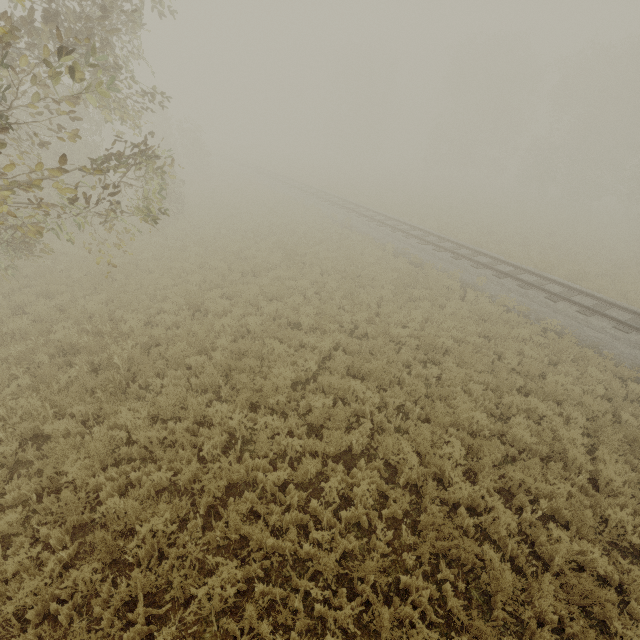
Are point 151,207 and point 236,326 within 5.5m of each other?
yes

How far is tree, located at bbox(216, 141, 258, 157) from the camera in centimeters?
5427cm

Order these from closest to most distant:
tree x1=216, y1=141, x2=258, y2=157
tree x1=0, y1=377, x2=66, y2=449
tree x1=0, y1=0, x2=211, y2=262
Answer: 1. tree x1=0, y1=0, x2=211, y2=262
2. tree x1=0, y1=377, x2=66, y2=449
3. tree x1=216, y1=141, x2=258, y2=157

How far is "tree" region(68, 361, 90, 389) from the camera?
7.36m

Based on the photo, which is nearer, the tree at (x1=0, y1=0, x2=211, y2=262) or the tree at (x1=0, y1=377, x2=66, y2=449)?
the tree at (x1=0, y1=0, x2=211, y2=262)

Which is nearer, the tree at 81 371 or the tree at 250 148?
the tree at 81 371
